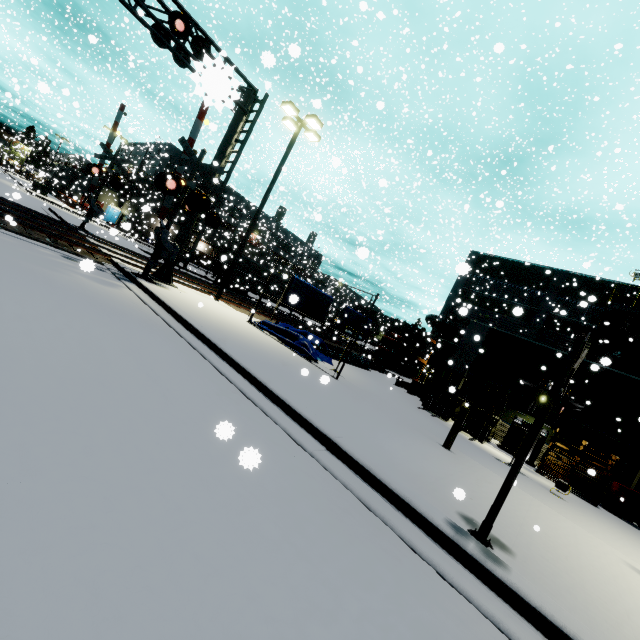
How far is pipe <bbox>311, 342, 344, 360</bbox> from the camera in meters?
16.6

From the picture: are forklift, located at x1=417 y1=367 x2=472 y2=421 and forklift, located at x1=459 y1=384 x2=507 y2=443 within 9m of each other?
yes

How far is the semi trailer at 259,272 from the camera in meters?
30.2 m

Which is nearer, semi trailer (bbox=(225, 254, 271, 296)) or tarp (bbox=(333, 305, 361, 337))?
tarp (bbox=(333, 305, 361, 337))

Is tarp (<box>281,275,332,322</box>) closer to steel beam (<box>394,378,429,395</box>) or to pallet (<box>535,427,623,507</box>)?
steel beam (<box>394,378,429,395</box>)

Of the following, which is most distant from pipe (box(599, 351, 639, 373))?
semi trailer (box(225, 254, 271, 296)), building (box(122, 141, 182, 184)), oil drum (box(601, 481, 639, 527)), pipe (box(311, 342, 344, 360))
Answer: oil drum (box(601, 481, 639, 527))

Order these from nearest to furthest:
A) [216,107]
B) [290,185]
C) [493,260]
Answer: [216,107] → [493,260] → [290,185]

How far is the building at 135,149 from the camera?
41.2 meters
